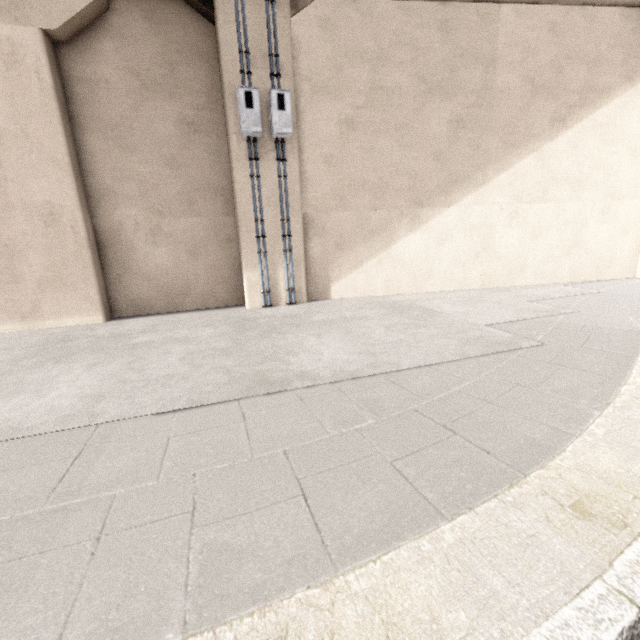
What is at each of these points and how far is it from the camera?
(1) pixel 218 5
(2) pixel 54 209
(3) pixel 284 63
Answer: (1) concrete pillar, 5.7 meters
(2) concrete pillar, 5.9 meters
(3) concrete pillar, 6.2 meters

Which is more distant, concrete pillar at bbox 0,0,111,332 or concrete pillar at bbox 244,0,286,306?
concrete pillar at bbox 244,0,286,306

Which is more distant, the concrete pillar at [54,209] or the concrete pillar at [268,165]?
the concrete pillar at [268,165]
